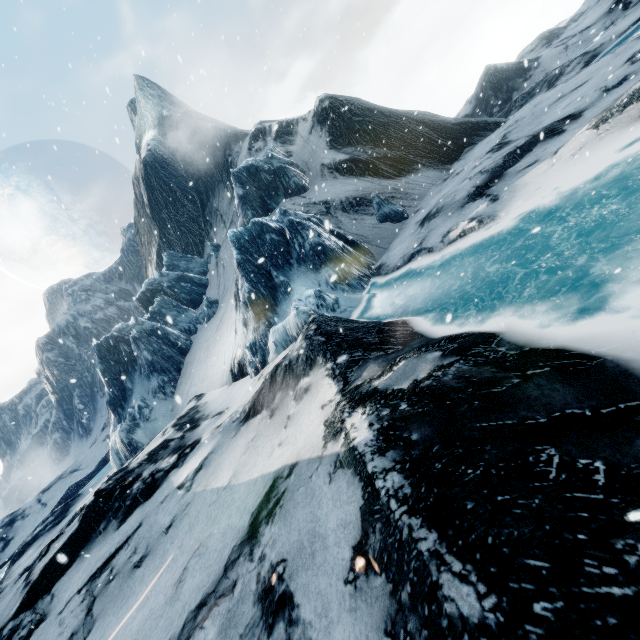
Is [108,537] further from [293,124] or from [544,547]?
[293,124]
